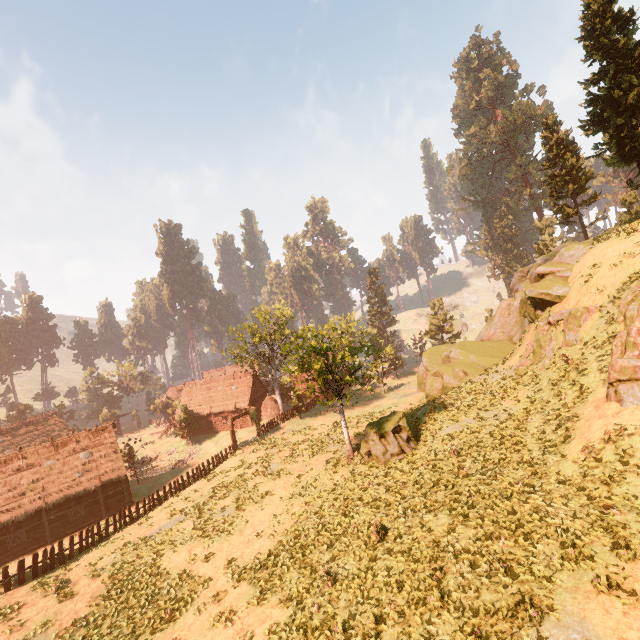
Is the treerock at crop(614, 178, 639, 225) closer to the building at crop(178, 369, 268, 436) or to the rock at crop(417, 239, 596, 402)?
the building at crop(178, 369, 268, 436)

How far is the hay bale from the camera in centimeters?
4750cm

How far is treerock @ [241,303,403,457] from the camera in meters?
21.8

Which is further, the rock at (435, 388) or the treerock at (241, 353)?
the treerock at (241, 353)

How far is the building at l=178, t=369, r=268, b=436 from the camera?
48.3m

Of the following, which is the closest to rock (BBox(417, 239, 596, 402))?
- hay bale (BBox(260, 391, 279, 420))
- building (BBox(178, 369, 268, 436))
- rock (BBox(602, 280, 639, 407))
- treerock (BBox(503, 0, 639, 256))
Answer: rock (BBox(602, 280, 639, 407))

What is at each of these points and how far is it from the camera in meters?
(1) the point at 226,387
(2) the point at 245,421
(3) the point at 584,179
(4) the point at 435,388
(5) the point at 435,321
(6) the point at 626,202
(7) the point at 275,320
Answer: (1) building, 50.5 m
(2) building, 47.9 m
(3) treerock, 35.1 m
(4) rock, 32.6 m
(5) treerock, 56.6 m
(6) treerock, 41.2 m
(7) treerock, 42.5 m

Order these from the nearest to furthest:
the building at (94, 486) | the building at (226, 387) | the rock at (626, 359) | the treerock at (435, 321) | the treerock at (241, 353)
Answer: the rock at (626, 359) → the building at (94, 486) → the treerock at (241, 353) → the building at (226, 387) → the treerock at (435, 321)
